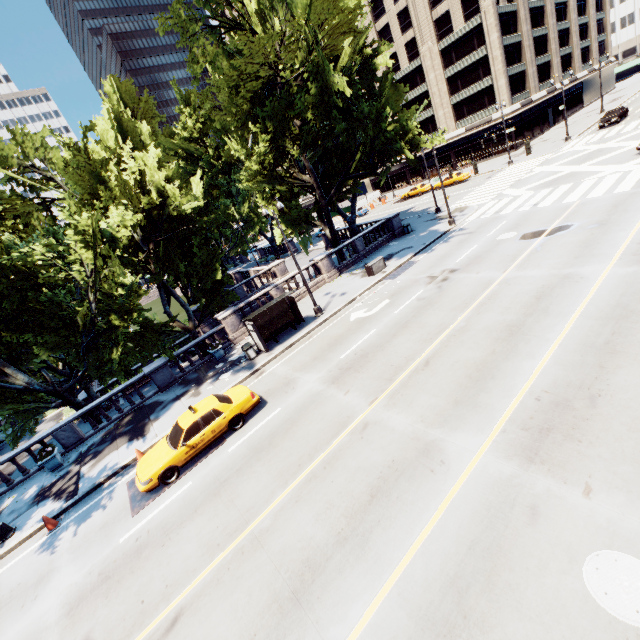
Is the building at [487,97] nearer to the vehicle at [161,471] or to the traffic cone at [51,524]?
the vehicle at [161,471]

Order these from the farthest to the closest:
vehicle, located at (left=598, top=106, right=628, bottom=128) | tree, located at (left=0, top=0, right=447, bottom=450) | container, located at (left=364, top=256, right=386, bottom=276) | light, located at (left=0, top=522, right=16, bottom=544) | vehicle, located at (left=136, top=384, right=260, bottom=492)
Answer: vehicle, located at (left=598, top=106, right=628, bottom=128) → container, located at (left=364, top=256, right=386, bottom=276) → tree, located at (left=0, top=0, right=447, bottom=450) → light, located at (left=0, top=522, right=16, bottom=544) → vehicle, located at (left=136, top=384, right=260, bottom=492)

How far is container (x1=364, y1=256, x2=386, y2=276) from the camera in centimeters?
2327cm

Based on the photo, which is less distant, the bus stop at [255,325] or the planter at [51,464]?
the planter at [51,464]

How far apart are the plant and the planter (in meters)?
0.01

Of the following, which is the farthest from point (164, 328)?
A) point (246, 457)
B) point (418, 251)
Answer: point (418, 251)

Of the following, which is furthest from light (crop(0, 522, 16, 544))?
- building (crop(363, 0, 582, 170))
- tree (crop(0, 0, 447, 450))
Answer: building (crop(363, 0, 582, 170))

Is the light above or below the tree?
below
